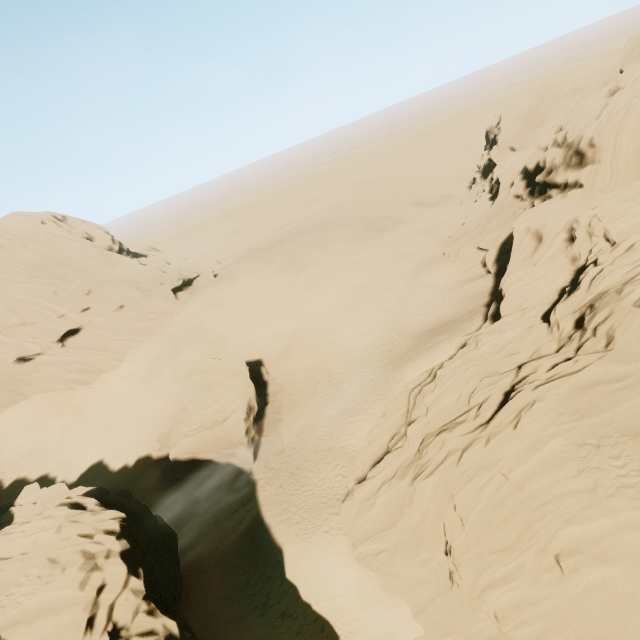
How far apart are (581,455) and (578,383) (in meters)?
2.87

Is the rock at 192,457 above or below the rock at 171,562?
below

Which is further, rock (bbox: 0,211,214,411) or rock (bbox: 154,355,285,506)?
rock (bbox: 0,211,214,411)

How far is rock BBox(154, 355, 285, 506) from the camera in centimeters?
2641cm

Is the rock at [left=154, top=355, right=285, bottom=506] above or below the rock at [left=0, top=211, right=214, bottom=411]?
below

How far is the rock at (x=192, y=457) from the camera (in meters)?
26.41

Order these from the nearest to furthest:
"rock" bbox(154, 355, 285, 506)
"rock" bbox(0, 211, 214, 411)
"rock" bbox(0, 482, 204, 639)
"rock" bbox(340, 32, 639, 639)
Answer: "rock" bbox(340, 32, 639, 639)
"rock" bbox(0, 482, 204, 639)
"rock" bbox(154, 355, 285, 506)
"rock" bbox(0, 211, 214, 411)
